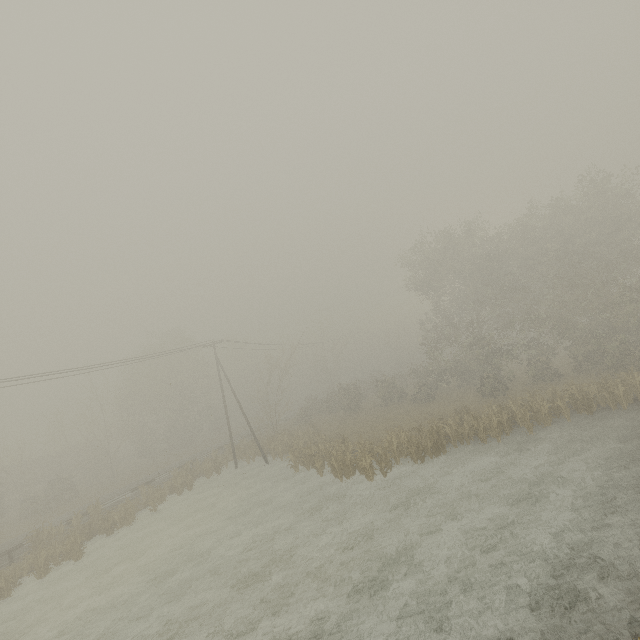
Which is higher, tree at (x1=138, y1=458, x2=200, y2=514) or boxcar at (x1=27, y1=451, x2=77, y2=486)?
boxcar at (x1=27, y1=451, x2=77, y2=486)

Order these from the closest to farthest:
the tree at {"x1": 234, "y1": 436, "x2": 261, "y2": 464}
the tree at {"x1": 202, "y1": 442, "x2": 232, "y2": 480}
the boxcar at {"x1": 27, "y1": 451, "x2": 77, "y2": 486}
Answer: the tree at {"x1": 202, "y1": 442, "x2": 232, "y2": 480}
the tree at {"x1": 234, "y1": 436, "x2": 261, "y2": 464}
the boxcar at {"x1": 27, "y1": 451, "x2": 77, "y2": 486}

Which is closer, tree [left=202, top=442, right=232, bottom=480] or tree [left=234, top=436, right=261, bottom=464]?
tree [left=202, top=442, right=232, bottom=480]

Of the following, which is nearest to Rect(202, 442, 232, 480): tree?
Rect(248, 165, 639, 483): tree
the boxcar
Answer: Rect(248, 165, 639, 483): tree

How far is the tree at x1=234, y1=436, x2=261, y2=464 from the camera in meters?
31.0

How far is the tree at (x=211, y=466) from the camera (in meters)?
29.65

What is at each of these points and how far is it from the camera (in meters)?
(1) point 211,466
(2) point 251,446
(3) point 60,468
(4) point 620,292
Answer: (1) tree, 30.47
(2) tree, 35.00
(3) boxcar, 49.38
(4) tree, 22.97

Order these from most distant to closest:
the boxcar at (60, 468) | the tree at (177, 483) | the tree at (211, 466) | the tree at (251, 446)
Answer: the boxcar at (60, 468) → the tree at (251, 446) → the tree at (211, 466) → the tree at (177, 483)
